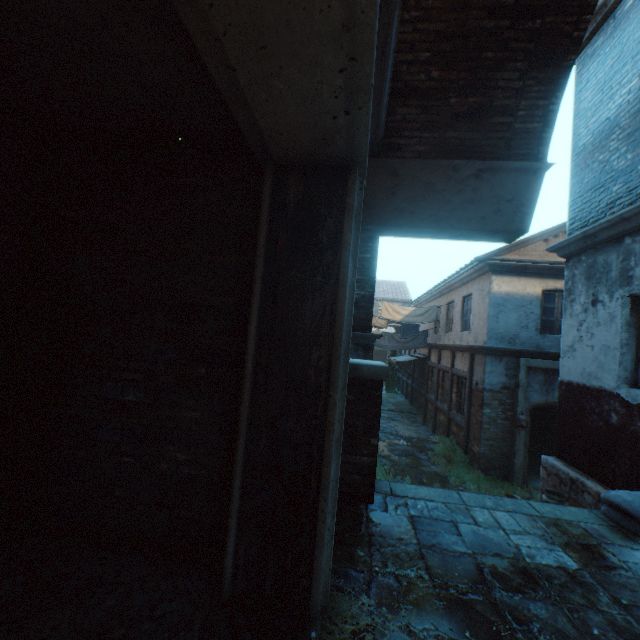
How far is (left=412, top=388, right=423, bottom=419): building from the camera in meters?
17.1 m

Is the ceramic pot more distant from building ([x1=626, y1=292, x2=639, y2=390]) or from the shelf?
the shelf

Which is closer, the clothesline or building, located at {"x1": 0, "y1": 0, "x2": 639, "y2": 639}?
building, located at {"x1": 0, "y1": 0, "x2": 639, "y2": 639}

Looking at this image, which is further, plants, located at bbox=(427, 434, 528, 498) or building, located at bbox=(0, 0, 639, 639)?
plants, located at bbox=(427, 434, 528, 498)

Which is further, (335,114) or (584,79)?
(584,79)

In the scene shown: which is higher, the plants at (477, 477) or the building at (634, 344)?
the building at (634, 344)

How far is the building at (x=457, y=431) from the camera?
10.88m

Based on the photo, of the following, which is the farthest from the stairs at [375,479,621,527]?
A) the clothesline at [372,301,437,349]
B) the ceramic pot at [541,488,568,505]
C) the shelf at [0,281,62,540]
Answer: the clothesline at [372,301,437,349]
